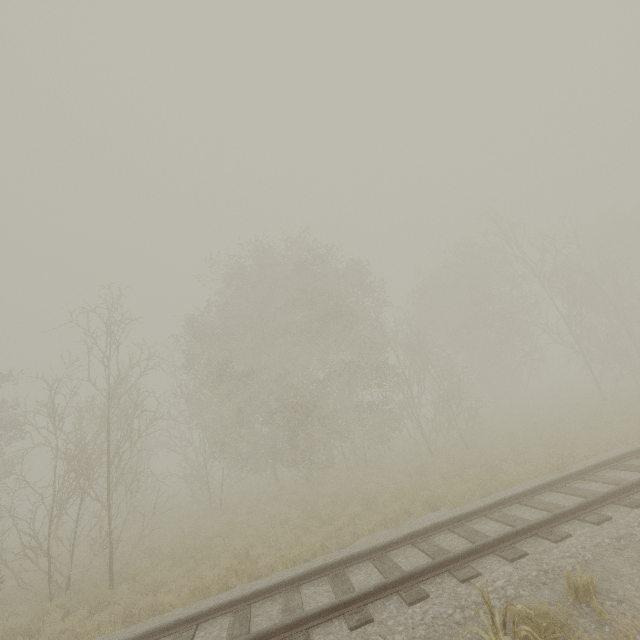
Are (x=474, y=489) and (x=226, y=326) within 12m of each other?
no
